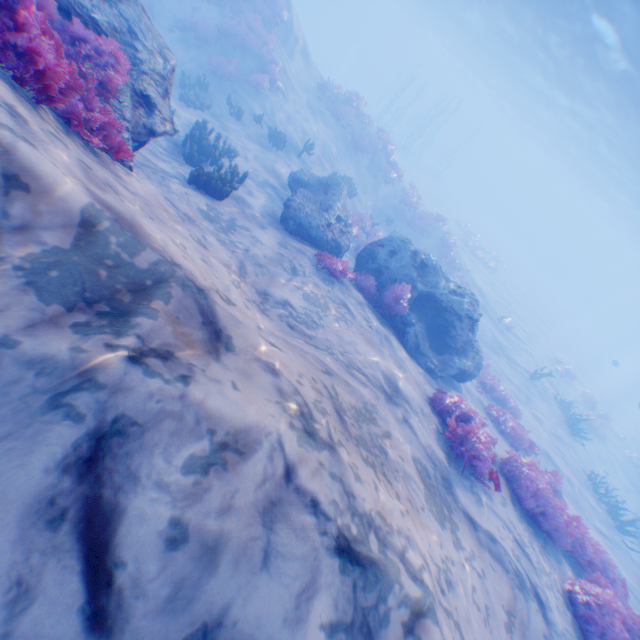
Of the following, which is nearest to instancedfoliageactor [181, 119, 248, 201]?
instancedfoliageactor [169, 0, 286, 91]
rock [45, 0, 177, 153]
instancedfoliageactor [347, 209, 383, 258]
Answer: rock [45, 0, 177, 153]

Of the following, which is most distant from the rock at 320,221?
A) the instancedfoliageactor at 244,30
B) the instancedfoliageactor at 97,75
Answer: the instancedfoliageactor at 244,30

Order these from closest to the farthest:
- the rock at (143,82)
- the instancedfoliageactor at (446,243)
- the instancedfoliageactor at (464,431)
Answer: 1. the rock at (143,82)
2. the instancedfoliageactor at (464,431)
3. the instancedfoliageactor at (446,243)

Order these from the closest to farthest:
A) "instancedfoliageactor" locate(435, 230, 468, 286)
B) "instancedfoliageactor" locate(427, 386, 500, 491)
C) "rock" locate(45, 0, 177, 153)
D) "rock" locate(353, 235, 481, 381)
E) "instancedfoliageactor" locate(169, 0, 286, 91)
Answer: "rock" locate(45, 0, 177, 153) < "instancedfoliageactor" locate(427, 386, 500, 491) < "rock" locate(353, 235, 481, 381) < "instancedfoliageactor" locate(169, 0, 286, 91) < "instancedfoliageactor" locate(435, 230, 468, 286)

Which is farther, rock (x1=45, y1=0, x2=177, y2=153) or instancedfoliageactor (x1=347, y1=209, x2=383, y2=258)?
instancedfoliageactor (x1=347, y1=209, x2=383, y2=258)

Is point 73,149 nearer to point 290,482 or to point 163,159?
point 290,482

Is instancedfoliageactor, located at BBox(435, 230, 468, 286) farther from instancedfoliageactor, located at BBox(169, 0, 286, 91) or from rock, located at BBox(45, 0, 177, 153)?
instancedfoliageactor, located at BBox(169, 0, 286, 91)

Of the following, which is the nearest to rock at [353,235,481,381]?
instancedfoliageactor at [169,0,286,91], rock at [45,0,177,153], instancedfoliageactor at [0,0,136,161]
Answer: instancedfoliageactor at [0,0,136,161]
